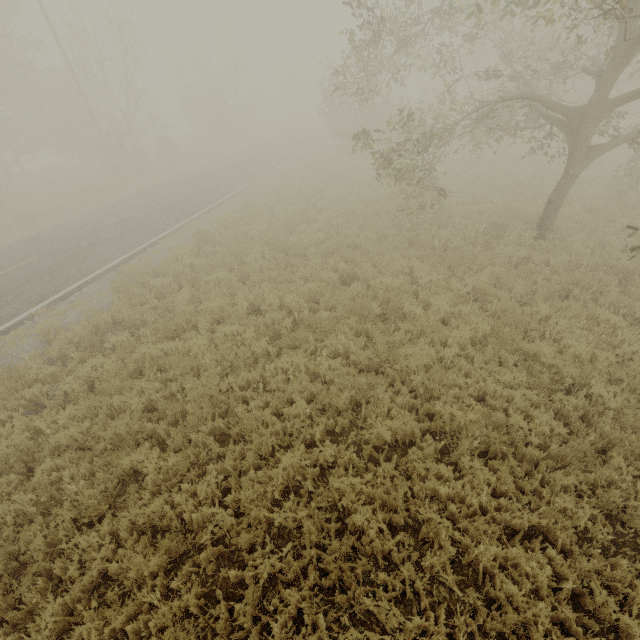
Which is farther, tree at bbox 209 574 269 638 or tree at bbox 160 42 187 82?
tree at bbox 160 42 187 82

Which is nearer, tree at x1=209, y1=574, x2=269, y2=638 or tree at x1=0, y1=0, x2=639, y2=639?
tree at x1=209, y1=574, x2=269, y2=638

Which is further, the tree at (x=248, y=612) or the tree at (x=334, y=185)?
the tree at (x=334, y=185)

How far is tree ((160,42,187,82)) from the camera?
36.61m

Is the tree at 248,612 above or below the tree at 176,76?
below

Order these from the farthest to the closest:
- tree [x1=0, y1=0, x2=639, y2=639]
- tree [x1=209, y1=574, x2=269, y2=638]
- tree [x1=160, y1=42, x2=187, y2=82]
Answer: tree [x1=160, y1=42, x2=187, y2=82] → tree [x1=0, y1=0, x2=639, y2=639] → tree [x1=209, y1=574, x2=269, y2=638]

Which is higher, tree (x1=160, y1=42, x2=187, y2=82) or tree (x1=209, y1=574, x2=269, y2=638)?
tree (x1=160, y1=42, x2=187, y2=82)

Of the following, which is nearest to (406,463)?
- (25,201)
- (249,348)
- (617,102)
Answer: (249,348)
